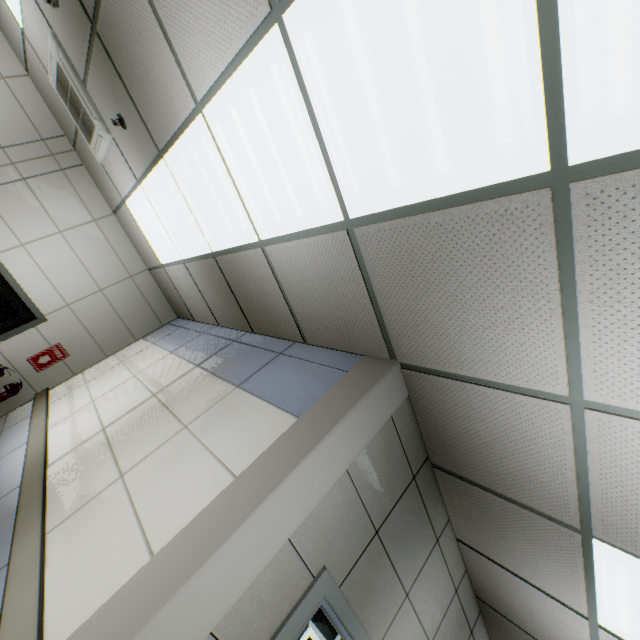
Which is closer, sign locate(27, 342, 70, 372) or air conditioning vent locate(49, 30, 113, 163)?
air conditioning vent locate(49, 30, 113, 163)

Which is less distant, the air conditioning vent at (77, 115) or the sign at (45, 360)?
the air conditioning vent at (77, 115)

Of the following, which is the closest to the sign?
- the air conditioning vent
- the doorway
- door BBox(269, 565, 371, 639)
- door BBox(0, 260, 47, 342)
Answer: door BBox(0, 260, 47, 342)

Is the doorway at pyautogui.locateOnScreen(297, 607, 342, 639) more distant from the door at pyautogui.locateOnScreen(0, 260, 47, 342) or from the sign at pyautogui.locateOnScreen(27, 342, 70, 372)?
the door at pyautogui.locateOnScreen(0, 260, 47, 342)

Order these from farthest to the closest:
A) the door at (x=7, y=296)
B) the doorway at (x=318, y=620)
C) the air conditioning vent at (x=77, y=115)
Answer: the doorway at (x=318, y=620), the door at (x=7, y=296), the air conditioning vent at (x=77, y=115)

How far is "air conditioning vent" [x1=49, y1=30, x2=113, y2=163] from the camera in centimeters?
330cm

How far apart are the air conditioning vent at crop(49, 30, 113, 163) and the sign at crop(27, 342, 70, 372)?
2.8 meters

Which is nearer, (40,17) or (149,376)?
(40,17)
